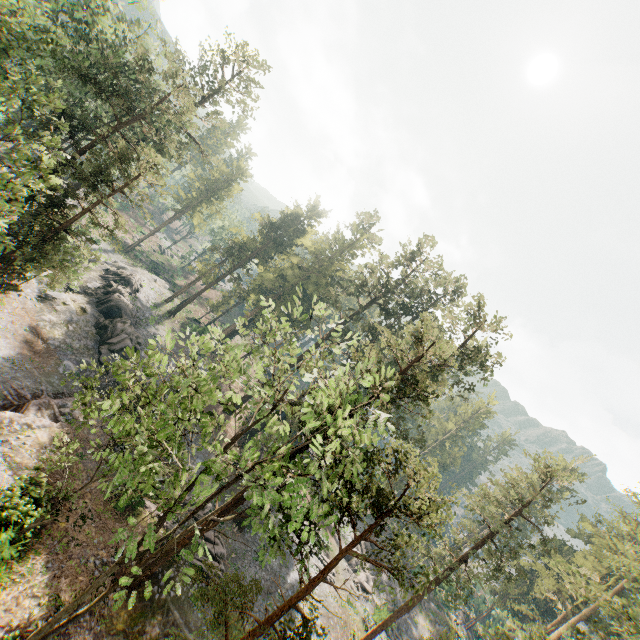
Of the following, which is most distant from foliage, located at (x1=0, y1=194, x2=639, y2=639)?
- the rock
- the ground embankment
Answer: the rock

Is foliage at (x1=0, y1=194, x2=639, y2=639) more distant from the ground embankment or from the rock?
the rock

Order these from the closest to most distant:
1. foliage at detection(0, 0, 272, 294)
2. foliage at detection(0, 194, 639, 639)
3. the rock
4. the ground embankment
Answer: foliage at detection(0, 194, 639, 639) → foliage at detection(0, 0, 272, 294) → the ground embankment → the rock

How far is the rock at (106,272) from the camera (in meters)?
30.84

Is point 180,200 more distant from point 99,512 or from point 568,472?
point 568,472

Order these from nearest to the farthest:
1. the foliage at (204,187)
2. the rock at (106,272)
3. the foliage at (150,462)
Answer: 1. the foliage at (150,462)
2. the foliage at (204,187)
3. the rock at (106,272)
